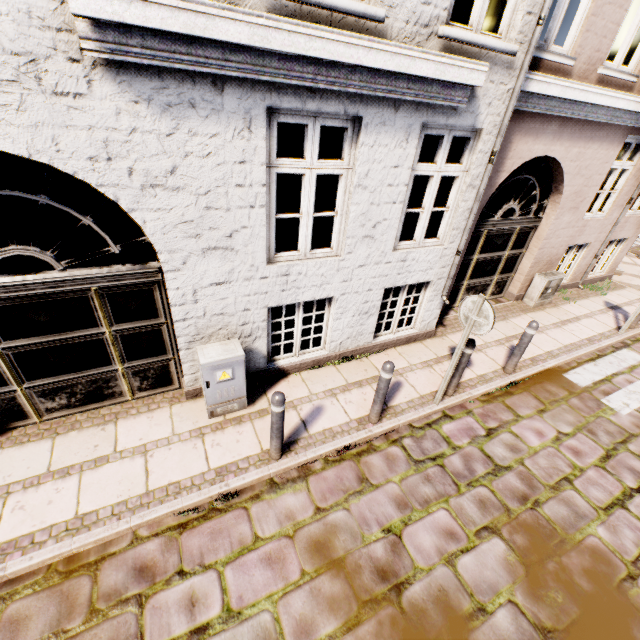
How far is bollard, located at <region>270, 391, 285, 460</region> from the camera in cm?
348

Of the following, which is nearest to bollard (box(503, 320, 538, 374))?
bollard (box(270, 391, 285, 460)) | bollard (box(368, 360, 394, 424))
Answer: bollard (box(368, 360, 394, 424))

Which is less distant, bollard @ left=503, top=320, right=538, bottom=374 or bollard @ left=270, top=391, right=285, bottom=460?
bollard @ left=270, top=391, right=285, bottom=460

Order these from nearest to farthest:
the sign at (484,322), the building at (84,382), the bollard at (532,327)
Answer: the building at (84,382)
the sign at (484,322)
the bollard at (532,327)

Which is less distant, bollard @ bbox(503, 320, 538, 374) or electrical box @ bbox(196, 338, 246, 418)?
electrical box @ bbox(196, 338, 246, 418)

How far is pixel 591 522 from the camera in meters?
3.9

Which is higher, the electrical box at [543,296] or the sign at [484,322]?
the sign at [484,322]

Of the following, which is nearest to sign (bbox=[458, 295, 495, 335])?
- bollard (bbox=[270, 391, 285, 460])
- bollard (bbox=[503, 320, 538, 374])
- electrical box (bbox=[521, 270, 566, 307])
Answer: bollard (bbox=[503, 320, 538, 374])
